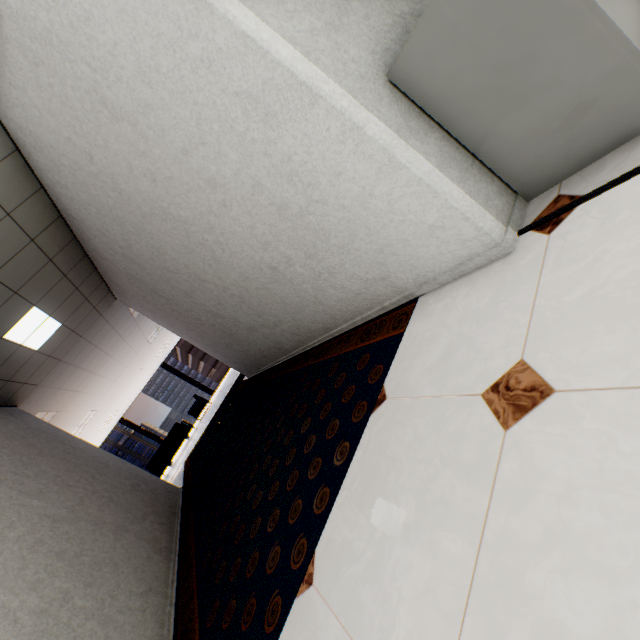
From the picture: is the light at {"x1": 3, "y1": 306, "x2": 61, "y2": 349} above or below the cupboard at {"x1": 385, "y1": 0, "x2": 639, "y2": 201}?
above

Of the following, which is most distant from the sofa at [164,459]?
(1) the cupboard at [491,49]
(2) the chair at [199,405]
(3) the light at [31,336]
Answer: (1) the cupboard at [491,49]

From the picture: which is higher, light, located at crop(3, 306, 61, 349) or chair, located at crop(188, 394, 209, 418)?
light, located at crop(3, 306, 61, 349)

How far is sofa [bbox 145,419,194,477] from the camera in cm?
1093

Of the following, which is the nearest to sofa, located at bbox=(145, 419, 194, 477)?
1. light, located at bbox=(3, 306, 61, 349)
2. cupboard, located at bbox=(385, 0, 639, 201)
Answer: light, located at bbox=(3, 306, 61, 349)

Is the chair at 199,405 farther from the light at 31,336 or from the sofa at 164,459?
the light at 31,336

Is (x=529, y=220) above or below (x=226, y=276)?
below

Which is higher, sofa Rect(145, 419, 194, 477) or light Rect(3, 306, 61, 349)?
light Rect(3, 306, 61, 349)
